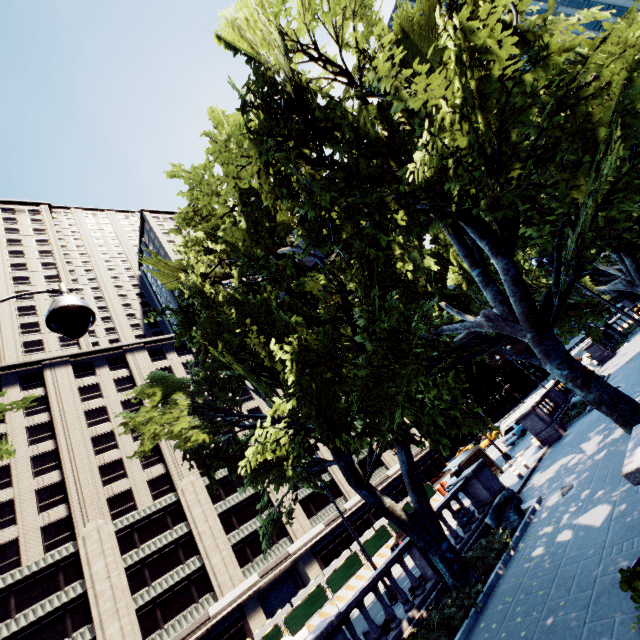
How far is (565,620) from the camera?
6.3m

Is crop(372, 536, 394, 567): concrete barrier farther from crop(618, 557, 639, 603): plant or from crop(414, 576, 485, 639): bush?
crop(618, 557, 639, 603): plant

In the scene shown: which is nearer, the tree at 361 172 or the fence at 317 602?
the tree at 361 172

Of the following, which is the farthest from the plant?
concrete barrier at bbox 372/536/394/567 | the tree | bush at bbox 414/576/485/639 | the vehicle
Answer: the vehicle

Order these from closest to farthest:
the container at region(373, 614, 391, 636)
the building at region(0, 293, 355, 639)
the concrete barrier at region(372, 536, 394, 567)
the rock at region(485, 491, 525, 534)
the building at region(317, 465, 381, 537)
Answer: the container at region(373, 614, 391, 636)
the rock at region(485, 491, 525, 534)
the concrete barrier at region(372, 536, 394, 567)
the building at region(0, 293, 355, 639)
the building at region(317, 465, 381, 537)

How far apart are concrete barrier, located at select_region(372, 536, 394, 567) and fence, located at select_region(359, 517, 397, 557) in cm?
0

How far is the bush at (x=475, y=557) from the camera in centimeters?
1052cm

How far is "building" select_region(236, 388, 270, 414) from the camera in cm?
5244
